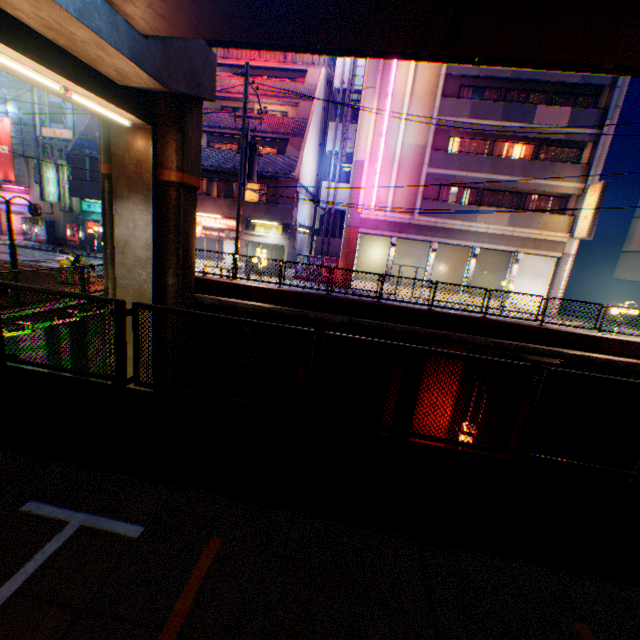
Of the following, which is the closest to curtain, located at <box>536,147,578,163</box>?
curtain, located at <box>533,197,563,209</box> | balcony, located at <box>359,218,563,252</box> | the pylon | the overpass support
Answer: curtain, located at <box>533,197,563,209</box>

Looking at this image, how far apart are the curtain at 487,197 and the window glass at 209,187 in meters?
19.2

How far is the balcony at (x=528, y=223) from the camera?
21.47m

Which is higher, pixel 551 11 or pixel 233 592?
pixel 551 11

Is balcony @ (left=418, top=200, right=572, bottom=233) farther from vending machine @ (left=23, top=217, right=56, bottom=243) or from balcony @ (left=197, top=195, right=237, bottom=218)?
vending machine @ (left=23, top=217, right=56, bottom=243)

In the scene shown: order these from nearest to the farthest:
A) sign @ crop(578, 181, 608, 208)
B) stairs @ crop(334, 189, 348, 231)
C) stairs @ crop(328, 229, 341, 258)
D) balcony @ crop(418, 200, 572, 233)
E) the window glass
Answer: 1. sign @ crop(578, 181, 608, 208)
2. balcony @ crop(418, 200, 572, 233)
3. the window glass
4. stairs @ crop(334, 189, 348, 231)
5. stairs @ crop(328, 229, 341, 258)

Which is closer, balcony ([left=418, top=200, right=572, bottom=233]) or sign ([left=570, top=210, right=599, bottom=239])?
sign ([left=570, top=210, right=599, bottom=239])

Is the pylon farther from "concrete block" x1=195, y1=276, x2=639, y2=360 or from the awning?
"concrete block" x1=195, y1=276, x2=639, y2=360
